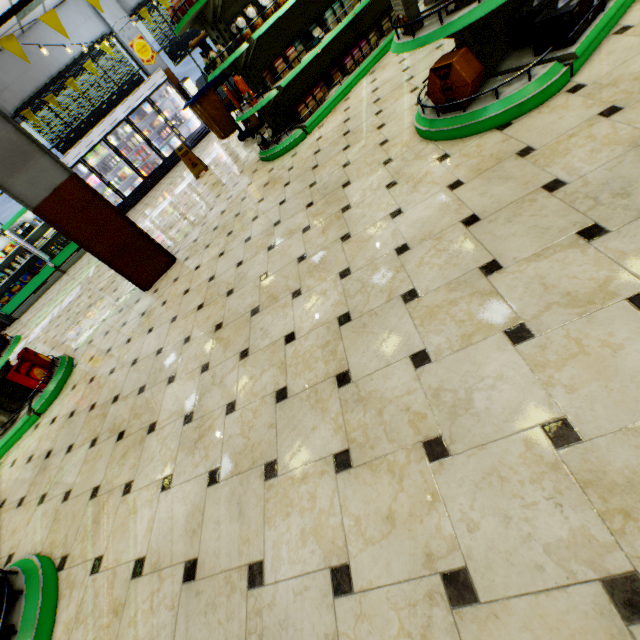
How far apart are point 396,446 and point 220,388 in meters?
1.5

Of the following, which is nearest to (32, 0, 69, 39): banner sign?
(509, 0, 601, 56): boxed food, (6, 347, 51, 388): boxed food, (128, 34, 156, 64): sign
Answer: (6, 347, 51, 388): boxed food

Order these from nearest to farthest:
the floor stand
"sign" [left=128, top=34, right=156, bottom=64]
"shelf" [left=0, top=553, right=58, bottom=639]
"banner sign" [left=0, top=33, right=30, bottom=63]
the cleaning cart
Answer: "shelf" [left=0, top=553, right=58, bottom=639] < "banner sign" [left=0, top=33, right=30, bottom=63] < the cleaning cart < the floor stand < "sign" [left=128, top=34, right=156, bottom=64]

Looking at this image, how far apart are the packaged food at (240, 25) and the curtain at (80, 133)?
9.8m

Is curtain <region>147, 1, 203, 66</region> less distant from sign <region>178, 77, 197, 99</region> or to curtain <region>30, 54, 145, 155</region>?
sign <region>178, 77, 197, 99</region>

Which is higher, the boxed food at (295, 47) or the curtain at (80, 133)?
the curtain at (80, 133)

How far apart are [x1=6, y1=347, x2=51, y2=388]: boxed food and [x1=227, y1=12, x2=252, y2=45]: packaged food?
5.2 meters

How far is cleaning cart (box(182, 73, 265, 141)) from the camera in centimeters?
615cm
